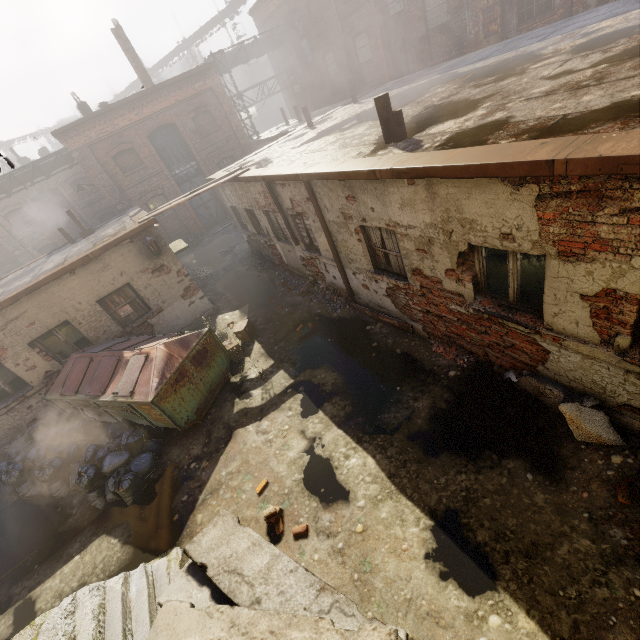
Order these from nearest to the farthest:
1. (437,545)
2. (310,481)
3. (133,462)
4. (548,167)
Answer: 1. (548,167)
2. (437,545)
3. (310,481)
4. (133,462)

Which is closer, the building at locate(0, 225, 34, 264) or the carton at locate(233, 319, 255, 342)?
the carton at locate(233, 319, 255, 342)

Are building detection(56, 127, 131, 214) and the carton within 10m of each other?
no

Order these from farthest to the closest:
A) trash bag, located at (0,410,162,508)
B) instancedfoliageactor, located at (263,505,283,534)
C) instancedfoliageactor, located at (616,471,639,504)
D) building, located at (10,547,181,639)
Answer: trash bag, located at (0,410,162,508) → instancedfoliageactor, located at (263,505,283,534) → building, located at (10,547,181,639) → instancedfoliageactor, located at (616,471,639,504)

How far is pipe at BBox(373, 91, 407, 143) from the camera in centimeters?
555cm

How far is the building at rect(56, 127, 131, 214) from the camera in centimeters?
1631cm

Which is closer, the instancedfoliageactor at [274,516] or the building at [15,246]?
the instancedfoliageactor at [274,516]

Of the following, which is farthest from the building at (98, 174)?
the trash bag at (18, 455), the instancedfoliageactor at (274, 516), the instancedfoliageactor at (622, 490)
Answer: the instancedfoliageactor at (622, 490)
